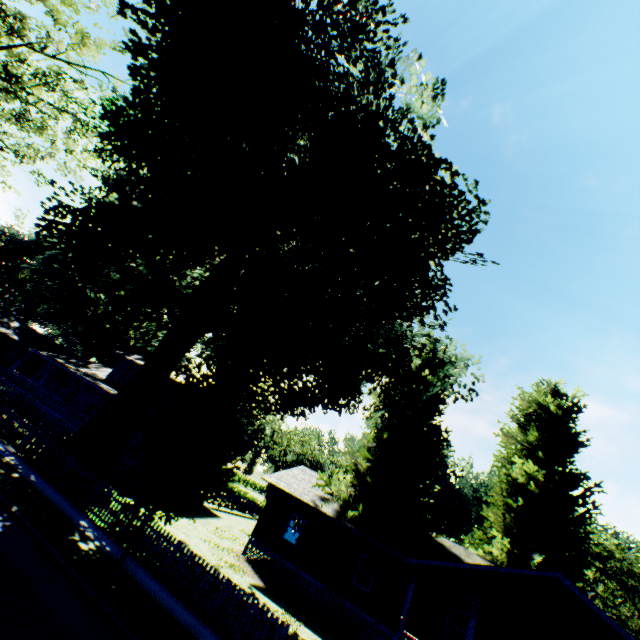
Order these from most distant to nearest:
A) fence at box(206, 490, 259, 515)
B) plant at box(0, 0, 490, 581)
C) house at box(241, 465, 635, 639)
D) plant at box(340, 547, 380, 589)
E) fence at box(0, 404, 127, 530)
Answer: fence at box(206, 490, 259, 515)
plant at box(340, 547, 380, 589)
fence at box(0, 404, 127, 530)
house at box(241, 465, 635, 639)
plant at box(0, 0, 490, 581)

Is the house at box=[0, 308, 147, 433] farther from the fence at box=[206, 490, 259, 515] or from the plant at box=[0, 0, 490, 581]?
the fence at box=[206, 490, 259, 515]

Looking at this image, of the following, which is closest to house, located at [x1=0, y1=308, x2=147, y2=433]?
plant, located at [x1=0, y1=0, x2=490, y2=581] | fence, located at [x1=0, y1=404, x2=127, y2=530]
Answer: plant, located at [x1=0, y1=0, x2=490, y2=581]

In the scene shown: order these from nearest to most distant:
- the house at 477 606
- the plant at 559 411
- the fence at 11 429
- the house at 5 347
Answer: the house at 477 606 → the fence at 11 429 → the plant at 559 411 → the house at 5 347

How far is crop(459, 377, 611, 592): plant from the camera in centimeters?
2528cm

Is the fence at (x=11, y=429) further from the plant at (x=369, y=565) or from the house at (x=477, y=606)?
the house at (x=477, y=606)

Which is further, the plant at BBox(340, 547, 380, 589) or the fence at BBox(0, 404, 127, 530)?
the plant at BBox(340, 547, 380, 589)

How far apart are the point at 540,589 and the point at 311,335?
17.3 meters
